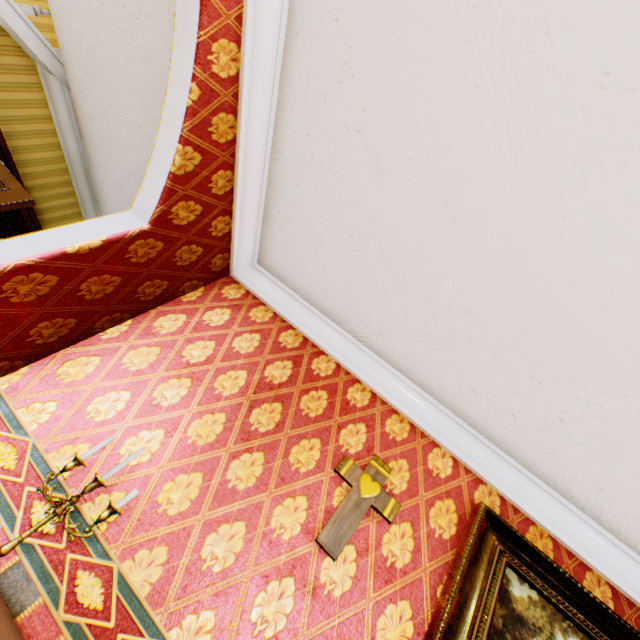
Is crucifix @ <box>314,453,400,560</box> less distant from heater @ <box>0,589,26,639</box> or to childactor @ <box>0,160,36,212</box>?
heater @ <box>0,589,26,639</box>

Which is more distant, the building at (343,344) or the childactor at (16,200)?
the childactor at (16,200)

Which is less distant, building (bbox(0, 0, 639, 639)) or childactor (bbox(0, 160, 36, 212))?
building (bbox(0, 0, 639, 639))

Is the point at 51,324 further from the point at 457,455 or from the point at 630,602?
the point at 630,602

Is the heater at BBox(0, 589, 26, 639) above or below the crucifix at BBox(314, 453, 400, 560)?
below

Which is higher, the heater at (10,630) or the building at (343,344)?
the building at (343,344)

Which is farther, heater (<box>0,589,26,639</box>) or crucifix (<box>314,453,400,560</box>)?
crucifix (<box>314,453,400,560</box>)

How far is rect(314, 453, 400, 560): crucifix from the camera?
1.72m
